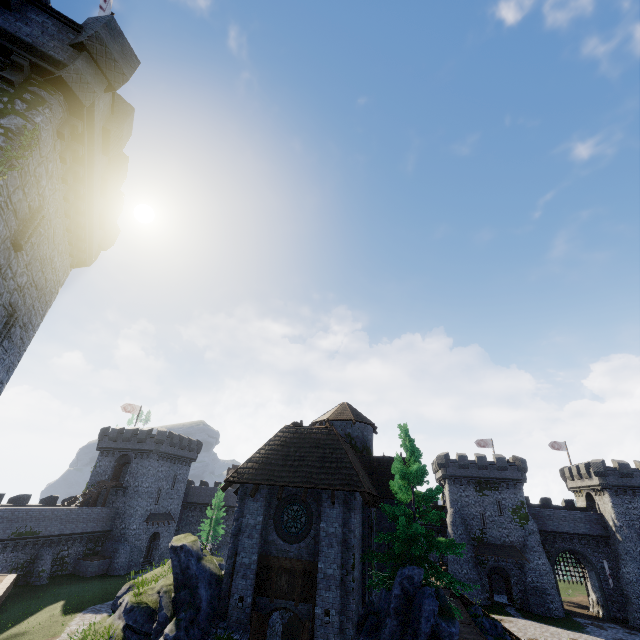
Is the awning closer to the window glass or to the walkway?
the window glass

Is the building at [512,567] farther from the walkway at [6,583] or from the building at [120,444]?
the walkway at [6,583]

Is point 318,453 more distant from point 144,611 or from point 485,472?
point 485,472

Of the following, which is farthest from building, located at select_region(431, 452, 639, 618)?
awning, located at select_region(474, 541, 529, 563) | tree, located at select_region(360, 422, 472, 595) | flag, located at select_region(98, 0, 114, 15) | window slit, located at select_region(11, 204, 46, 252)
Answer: flag, located at select_region(98, 0, 114, 15)

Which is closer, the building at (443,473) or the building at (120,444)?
the building at (443,473)

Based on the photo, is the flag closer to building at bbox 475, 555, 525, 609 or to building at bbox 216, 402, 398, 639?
building at bbox 216, 402, 398, 639

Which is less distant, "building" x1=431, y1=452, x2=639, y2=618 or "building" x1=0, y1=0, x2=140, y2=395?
"building" x1=0, y1=0, x2=140, y2=395

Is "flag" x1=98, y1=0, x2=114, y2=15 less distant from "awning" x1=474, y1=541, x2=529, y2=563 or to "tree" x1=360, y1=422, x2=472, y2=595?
"tree" x1=360, y1=422, x2=472, y2=595
